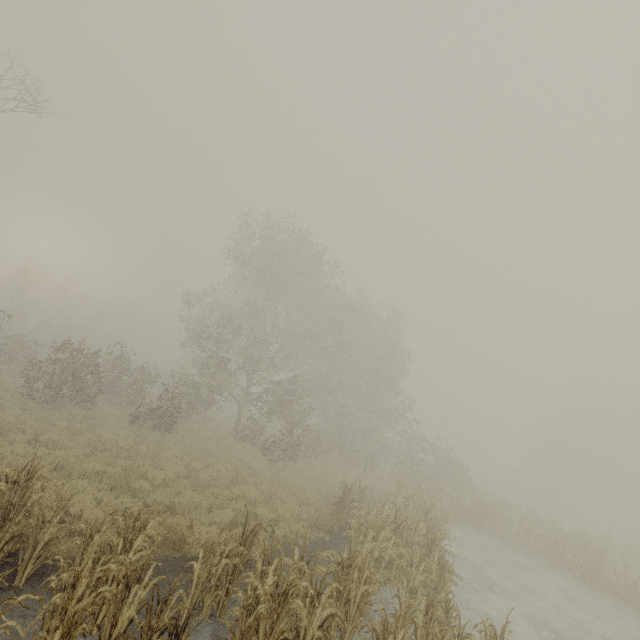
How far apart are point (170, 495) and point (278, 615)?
6.82m
